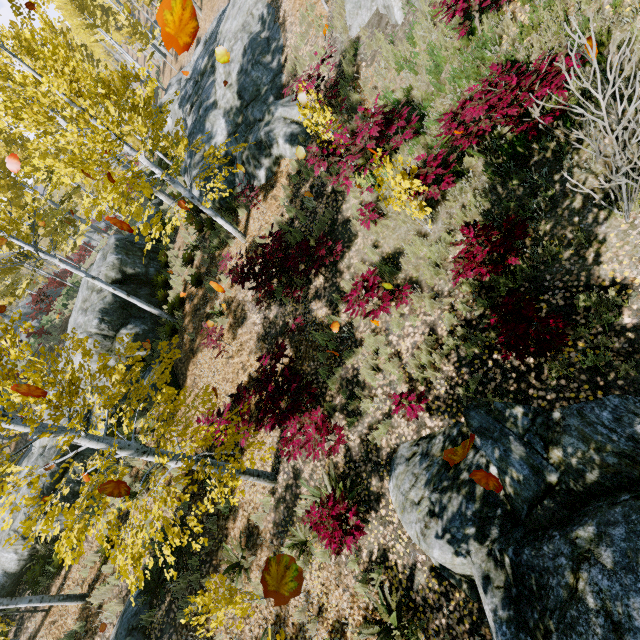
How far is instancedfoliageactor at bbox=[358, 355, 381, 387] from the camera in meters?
6.6 m

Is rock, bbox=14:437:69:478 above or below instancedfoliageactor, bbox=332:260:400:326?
above

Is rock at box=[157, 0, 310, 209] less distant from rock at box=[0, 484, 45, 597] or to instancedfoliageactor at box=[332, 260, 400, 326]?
instancedfoliageactor at box=[332, 260, 400, 326]

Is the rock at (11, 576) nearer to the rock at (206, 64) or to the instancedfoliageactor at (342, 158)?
the instancedfoliageactor at (342, 158)

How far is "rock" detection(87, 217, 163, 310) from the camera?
13.3m

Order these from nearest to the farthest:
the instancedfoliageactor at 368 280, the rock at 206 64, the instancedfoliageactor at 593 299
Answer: the instancedfoliageactor at 593 299 < the instancedfoliageactor at 368 280 < the rock at 206 64

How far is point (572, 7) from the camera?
4.88m
